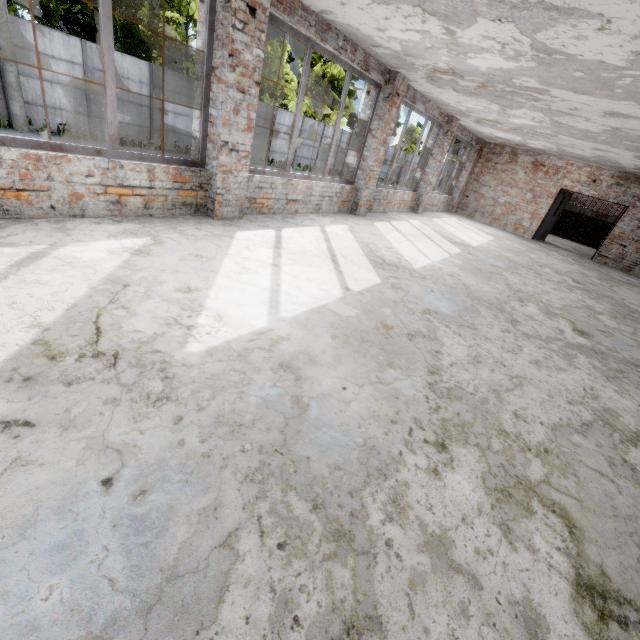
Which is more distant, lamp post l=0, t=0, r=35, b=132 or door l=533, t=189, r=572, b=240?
door l=533, t=189, r=572, b=240

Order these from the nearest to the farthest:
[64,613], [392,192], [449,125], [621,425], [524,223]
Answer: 1. [64,613]
2. [621,425]
3. [392,192]
4. [449,125]
5. [524,223]

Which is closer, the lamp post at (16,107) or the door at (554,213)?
the lamp post at (16,107)

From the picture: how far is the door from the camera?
13.79m

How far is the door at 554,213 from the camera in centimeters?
1379cm
